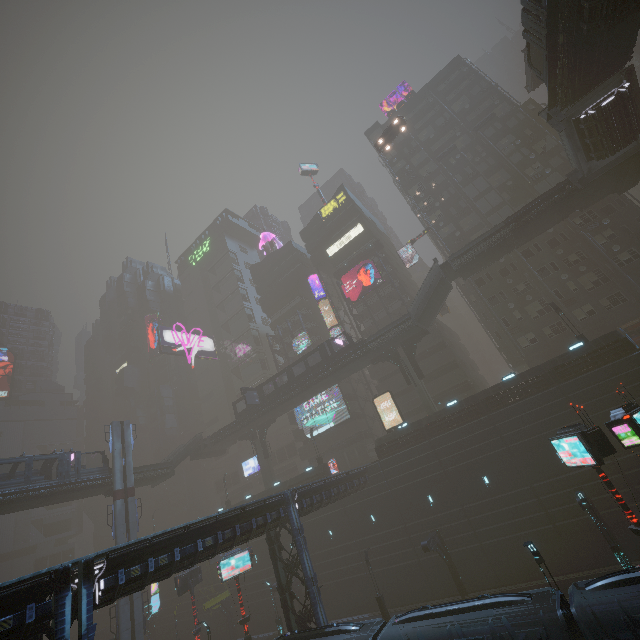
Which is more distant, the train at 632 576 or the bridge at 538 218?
the bridge at 538 218

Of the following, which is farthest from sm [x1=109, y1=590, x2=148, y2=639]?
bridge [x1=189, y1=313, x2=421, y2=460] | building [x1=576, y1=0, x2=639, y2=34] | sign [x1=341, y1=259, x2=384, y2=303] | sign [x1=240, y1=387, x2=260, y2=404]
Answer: sign [x1=341, y1=259, x2=384, y2=303]

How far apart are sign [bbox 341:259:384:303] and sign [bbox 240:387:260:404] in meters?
19.3 m

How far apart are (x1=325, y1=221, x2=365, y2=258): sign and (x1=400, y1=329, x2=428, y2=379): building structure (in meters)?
22.71

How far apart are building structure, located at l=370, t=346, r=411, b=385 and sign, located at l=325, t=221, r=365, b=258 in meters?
22.7

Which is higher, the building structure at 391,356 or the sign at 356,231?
the sign at 356,231

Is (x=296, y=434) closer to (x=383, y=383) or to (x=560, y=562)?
(x=383, y=383)

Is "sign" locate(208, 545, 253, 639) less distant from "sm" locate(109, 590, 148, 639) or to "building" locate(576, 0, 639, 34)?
"building" locate(576, 0, 639, 34)
